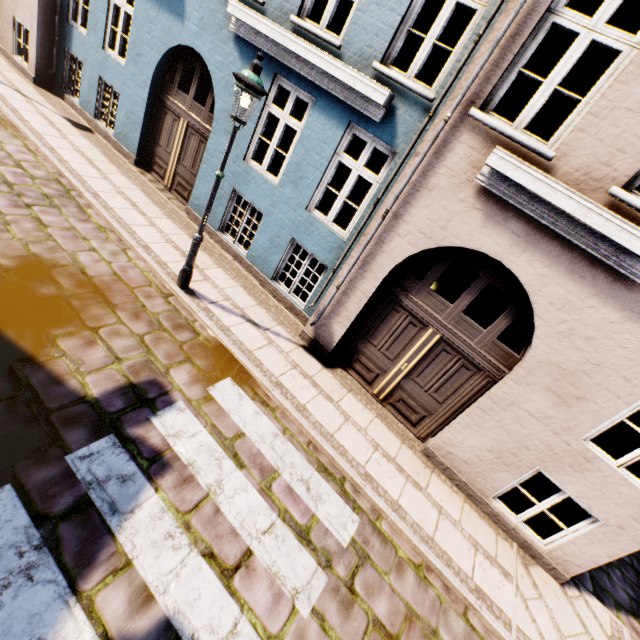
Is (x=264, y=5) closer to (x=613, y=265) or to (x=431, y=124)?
(x=431, y=124)

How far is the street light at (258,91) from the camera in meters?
4.2 m

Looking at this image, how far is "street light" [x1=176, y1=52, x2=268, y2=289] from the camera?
4.2 meters
